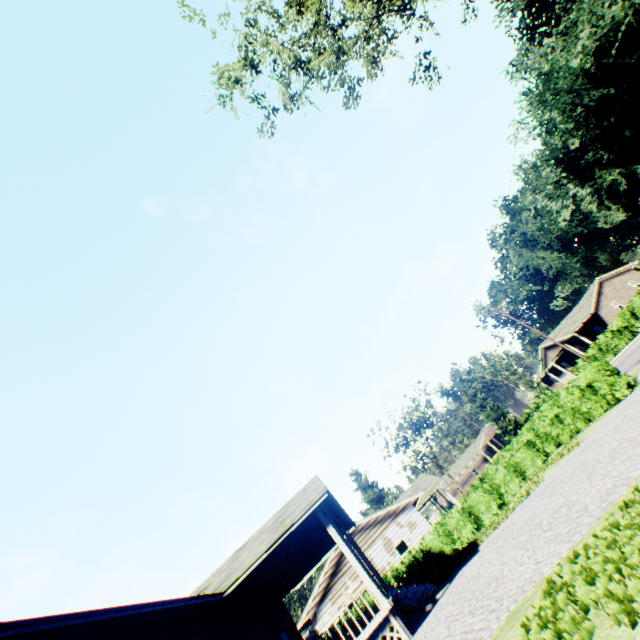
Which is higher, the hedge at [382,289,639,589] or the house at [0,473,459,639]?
the house at [0,473,459,639]

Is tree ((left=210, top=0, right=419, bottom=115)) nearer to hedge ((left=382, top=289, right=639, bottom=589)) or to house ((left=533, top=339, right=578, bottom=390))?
hedge ((left=382, top=289, right=639, bottom=589))

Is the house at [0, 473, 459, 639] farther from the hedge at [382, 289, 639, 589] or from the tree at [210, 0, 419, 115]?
the tree at [210, 0, 419, 115]

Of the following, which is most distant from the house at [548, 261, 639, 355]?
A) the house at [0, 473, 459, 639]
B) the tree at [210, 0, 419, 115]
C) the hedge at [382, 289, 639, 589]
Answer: the tree at [210, 0, 419, 115]

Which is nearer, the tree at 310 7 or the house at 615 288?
the tree at 310 7

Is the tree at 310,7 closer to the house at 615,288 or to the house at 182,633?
the house at 182,633

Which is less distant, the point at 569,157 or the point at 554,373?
the point at 569,157

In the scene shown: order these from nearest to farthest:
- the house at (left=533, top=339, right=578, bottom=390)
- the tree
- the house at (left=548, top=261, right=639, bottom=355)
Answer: the tree, the house at (left=548, top=261, right=639, bottom=355), the house at (left=533, top=339, right=578, bottom=390)
